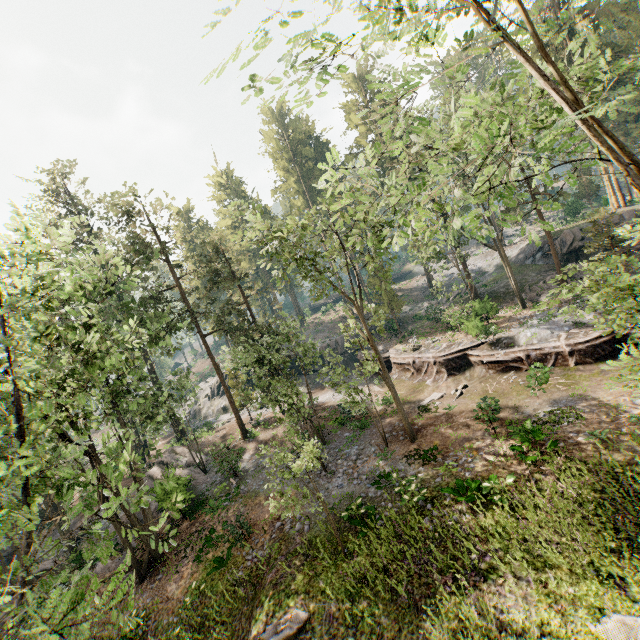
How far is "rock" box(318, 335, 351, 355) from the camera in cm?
4172

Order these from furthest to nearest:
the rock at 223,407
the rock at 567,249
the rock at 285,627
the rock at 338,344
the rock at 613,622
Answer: the rock at 223,407
the rock at 338,344
the rock at 567,249
the rock at 285,627
the rock at 613,622

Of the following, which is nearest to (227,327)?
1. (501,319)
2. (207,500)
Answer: (207,500)

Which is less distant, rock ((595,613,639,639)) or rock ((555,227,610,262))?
rock ((595,613,639,639))

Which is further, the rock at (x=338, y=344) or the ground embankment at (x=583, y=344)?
the rock at (x=338, y=344)

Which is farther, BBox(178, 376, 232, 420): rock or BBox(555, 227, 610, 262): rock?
BBox(178, 376, 232, 420): rock

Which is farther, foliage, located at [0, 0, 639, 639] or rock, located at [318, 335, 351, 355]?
rock, located at [318, 335, 351, 355]

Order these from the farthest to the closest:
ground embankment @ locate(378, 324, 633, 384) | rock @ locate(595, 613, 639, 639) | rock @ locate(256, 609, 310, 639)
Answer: ground embankment @ locate(378, 324, 633, 384) → rock @ locate(256, 609, 310, 639) → rock @ locate(595, 613, 639, 639)
